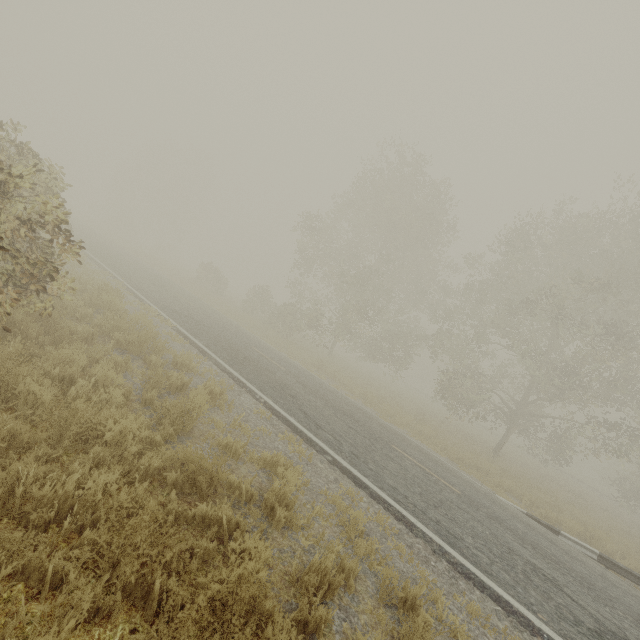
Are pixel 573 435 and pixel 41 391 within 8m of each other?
no

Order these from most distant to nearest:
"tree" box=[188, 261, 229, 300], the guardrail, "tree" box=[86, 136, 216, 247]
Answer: "tree" box=[86, 136, 216, 247] → "tree" box=[188, 261, 229, 300] → the guardrail

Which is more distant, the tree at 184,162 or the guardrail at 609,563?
the tree at 184,162

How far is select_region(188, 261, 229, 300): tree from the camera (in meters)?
30.53

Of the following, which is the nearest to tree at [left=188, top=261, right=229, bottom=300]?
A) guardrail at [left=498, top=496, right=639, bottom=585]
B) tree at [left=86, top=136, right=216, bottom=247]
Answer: guardrail at [left=498, top=496, right=639, bottom=585]

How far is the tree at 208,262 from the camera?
30.5m

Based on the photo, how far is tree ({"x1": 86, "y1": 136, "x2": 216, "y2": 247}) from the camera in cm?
4884

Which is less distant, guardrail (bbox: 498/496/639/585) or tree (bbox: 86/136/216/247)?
guardrail (bbox: 498/496/639/585)
